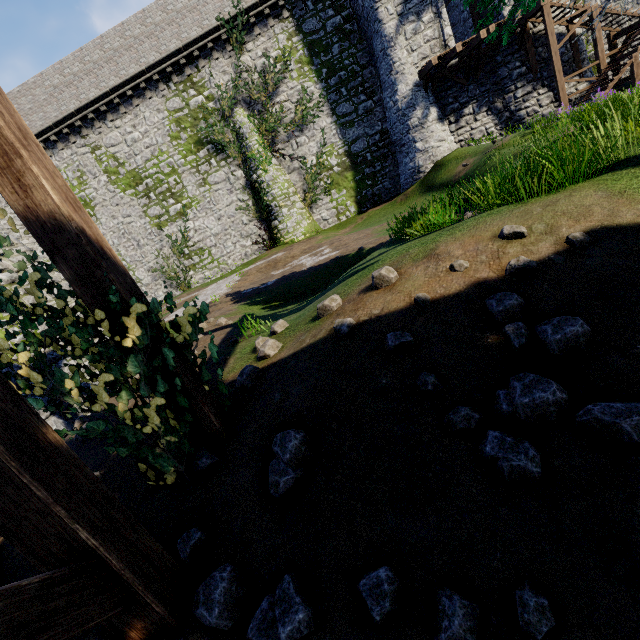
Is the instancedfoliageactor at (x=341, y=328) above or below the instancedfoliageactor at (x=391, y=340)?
above

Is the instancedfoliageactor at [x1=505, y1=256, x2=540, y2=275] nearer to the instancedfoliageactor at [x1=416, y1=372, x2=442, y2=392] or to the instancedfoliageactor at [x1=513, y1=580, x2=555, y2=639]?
the instancedfoliageactor at [x1=416, y1=372, x2=442, y2=392]

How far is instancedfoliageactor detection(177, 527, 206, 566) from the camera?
2.3m

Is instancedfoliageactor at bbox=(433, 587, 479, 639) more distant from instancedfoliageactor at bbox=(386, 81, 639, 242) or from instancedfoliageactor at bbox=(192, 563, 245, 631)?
instancedfoliageactor at bbox=(386, 81, 639, 242)

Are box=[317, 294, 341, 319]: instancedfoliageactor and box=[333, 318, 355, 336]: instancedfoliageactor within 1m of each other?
yes

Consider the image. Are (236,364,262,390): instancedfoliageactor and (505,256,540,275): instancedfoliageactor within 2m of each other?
no

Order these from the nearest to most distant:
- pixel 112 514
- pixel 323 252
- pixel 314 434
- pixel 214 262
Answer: pixel 112 514 < pixel 314 434 < pixel 323 252 < pixel 214 262

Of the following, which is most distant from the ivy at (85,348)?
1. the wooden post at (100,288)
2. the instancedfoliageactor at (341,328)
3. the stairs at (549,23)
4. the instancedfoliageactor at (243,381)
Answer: the stairs at (549,23)
